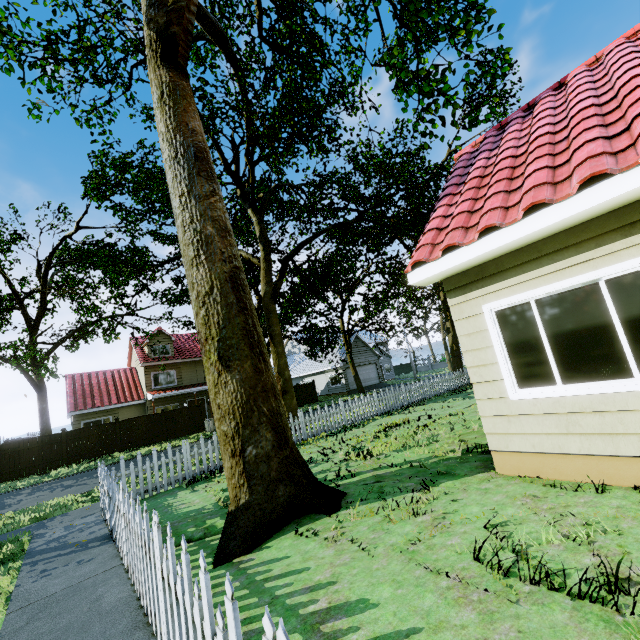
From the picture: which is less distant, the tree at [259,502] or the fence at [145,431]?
the tree at [259,502]

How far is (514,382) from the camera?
4.50m

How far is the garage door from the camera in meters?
36.1

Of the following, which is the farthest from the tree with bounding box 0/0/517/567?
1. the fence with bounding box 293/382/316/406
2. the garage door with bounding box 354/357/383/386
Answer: the garage door with bounding box 354/357/383/386

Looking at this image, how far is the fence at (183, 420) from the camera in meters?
23.3 m

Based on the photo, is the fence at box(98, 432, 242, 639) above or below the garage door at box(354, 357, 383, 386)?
below

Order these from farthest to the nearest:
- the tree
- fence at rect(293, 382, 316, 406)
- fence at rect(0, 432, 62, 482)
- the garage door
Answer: the garage door → fence at rect(293, 382, 316, 406) → fence at rect(0, 432, 62, 482) → the tree
